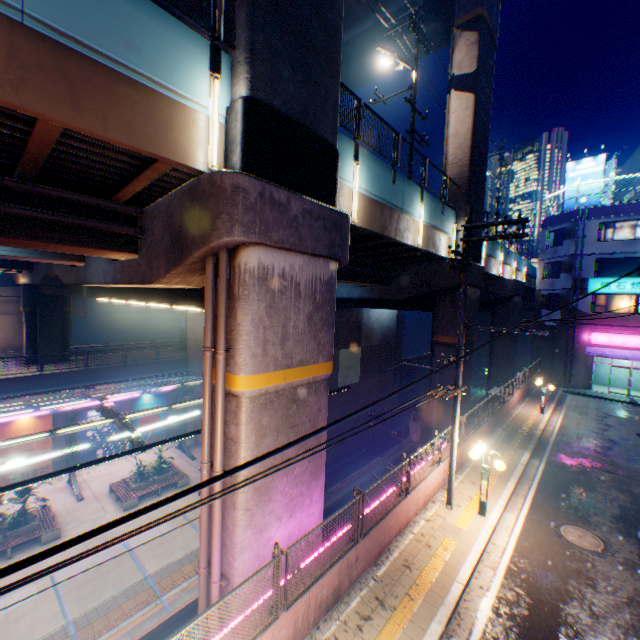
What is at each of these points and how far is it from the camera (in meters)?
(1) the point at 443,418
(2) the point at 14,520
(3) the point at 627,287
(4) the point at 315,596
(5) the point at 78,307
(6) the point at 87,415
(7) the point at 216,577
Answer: (1) overpass support, 17.97
(2) plants, 15.90
(3) sign, 26.02
(4) concrete block, 6.59
(5) building, 39.00
(6) billboard, 22.86
(7) pipe, 7.18

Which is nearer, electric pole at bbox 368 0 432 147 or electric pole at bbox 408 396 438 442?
electric pole at bbox 368 0 432 147

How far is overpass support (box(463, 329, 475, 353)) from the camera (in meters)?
17.94

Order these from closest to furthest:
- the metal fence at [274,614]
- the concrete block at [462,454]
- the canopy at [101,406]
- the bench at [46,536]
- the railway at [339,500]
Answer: the metal fence at [274,614], the canopy at [101,406], the concrete block at [462,454], the bench at [46,536], the railway at [339,500]

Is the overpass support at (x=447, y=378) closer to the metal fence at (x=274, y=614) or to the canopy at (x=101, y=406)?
the metal fence at (x=274, y=614)

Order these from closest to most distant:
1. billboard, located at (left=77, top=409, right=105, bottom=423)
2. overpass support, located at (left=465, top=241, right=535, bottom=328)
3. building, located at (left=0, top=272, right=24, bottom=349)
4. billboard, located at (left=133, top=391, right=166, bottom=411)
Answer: overpass support, located at (left=465, top=241, right=535, bottom=328), billboard, located at (left=77, top=409, right=105, bottom=423), billboard, located at (left=133, top=391, right=166, bottom=411), building, located at (left=0, top=272, right=24, bottom=349)

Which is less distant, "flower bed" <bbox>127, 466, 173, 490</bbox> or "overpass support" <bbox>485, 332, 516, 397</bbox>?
"flower bed" <bbox>127, 466, 173, 490</bbox>

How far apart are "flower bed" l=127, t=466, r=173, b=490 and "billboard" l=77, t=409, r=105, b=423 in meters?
5.0 m
